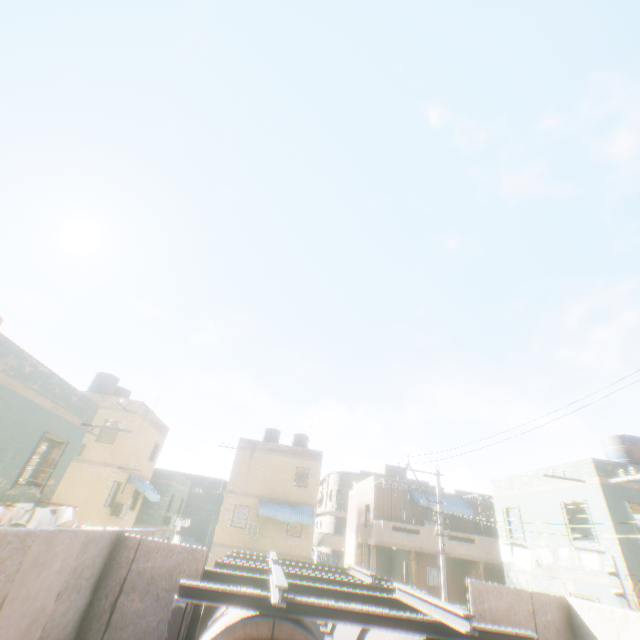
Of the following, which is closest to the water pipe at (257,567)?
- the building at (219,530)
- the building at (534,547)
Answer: the building at (534,547)

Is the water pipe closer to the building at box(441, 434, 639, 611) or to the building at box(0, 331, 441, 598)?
the building at box(441, 434, 639, 611)

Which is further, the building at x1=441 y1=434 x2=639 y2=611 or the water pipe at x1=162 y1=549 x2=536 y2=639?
the building at x1=441 y1=434 x2=639 y2=611

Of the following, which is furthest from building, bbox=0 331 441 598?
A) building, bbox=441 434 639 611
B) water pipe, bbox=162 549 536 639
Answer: water pipe, bbox=162 549 536 639

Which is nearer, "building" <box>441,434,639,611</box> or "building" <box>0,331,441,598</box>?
"building" <box>0,331,441,598</box>

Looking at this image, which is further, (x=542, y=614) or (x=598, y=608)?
(x=542, y=614)

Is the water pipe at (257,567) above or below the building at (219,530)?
below
